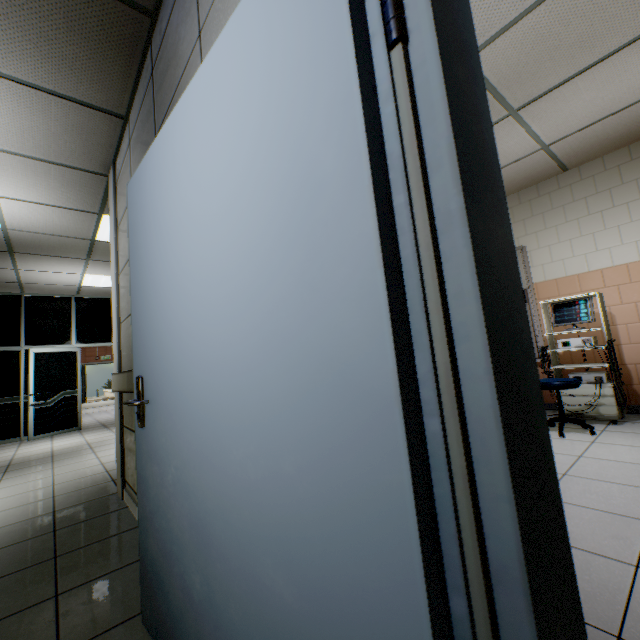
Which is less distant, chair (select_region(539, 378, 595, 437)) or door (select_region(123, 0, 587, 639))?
door (select_region(123, 0, 587, 639))

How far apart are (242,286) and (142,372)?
0.88m

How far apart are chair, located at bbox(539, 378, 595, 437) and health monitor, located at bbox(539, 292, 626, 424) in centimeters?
22cm

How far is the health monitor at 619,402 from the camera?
3.61m

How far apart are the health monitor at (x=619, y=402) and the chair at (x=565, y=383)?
0.2 meters

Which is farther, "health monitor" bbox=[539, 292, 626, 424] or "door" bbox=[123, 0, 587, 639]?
"health monitor" bbox=[539, 292, 626, 424]

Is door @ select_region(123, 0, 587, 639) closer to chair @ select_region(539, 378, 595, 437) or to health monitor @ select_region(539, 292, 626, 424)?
chair @ select_region(539, 378, 595, 437)
